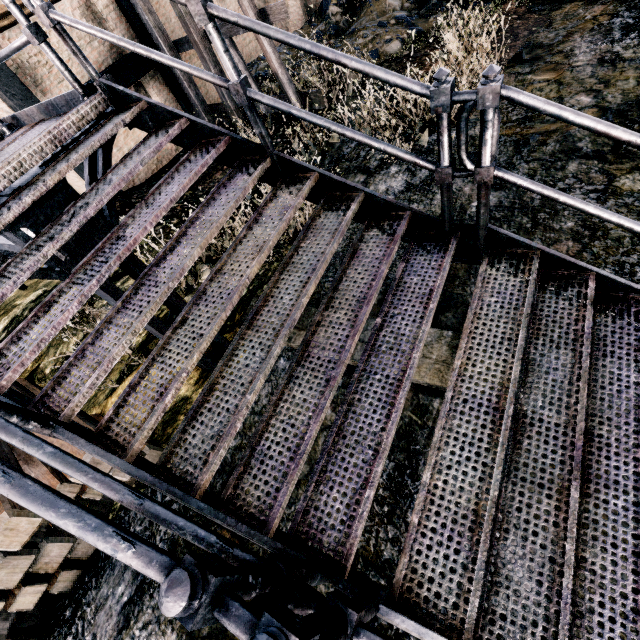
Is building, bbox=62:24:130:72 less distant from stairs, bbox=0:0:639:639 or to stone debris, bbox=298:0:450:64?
stone debris, bbox=298:0:450:64

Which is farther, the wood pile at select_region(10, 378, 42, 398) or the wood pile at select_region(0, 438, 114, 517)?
the wood pile at select_region(10, 378, 42, 398)

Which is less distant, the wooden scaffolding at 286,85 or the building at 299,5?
the wooden scaffolding at 286,85

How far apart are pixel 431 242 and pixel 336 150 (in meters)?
7.22

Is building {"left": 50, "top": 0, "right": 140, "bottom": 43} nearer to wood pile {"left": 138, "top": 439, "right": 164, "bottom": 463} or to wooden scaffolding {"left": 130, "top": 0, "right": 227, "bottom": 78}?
wooden scaffolding {"left": 130, "top": 0, "right": 227, "bottom": 78}

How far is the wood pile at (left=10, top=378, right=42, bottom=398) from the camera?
5.6m

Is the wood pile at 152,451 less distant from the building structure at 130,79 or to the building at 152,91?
the building structure at 130,79

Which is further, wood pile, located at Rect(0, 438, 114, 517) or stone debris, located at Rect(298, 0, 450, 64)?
stone debris, located at Rect(298, 0, 450, 64)
